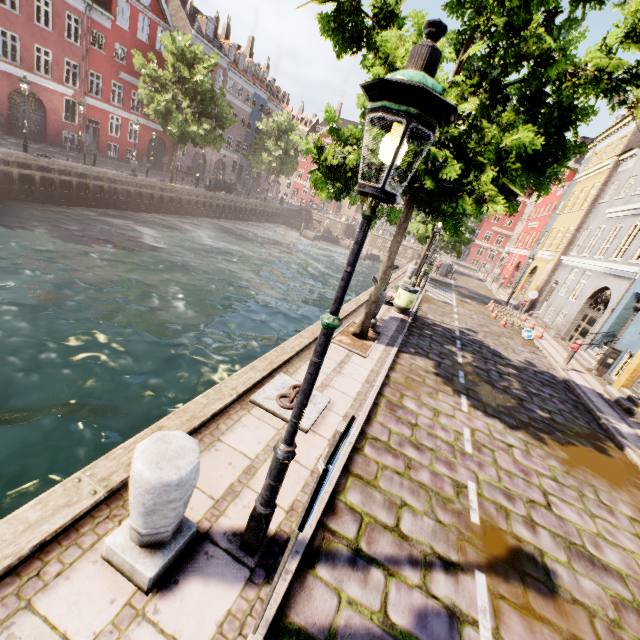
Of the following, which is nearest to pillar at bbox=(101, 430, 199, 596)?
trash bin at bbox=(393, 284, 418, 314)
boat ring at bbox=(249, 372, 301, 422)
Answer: boat ring at bbox=(249, 372, 301, 422)

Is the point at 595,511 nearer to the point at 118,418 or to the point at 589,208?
the point at 118,418

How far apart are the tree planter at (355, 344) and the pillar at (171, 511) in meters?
5.2

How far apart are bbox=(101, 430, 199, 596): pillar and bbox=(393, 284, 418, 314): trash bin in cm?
1032

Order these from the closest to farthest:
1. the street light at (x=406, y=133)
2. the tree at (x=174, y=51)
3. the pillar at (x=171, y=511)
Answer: the street light at (x=406, y=133)
the pillar at (x=171, y=511)
the tree at (x=174, y=51)

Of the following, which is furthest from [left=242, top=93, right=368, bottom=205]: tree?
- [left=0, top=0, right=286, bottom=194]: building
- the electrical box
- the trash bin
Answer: the electrical box

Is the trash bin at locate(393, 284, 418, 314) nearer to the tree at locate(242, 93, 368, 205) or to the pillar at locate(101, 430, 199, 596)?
the tree at locate(242, 93, 368, 205)

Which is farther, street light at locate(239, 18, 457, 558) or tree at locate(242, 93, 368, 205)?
tree at locate(242, 93, 368, 205)
